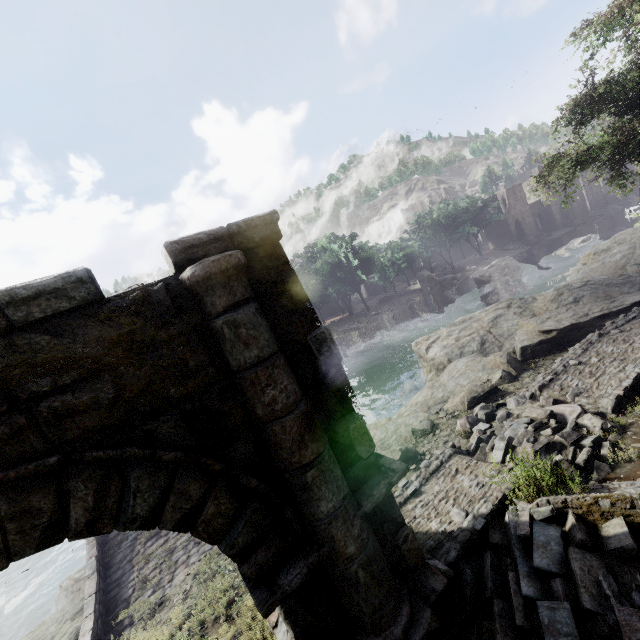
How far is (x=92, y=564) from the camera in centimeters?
1041cm

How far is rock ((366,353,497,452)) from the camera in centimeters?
→ 1144cm

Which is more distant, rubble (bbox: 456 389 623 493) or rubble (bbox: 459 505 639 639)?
rubble (bbox: 456 389 623 493)

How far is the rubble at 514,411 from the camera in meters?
5.9

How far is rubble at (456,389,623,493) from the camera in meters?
5.9 m

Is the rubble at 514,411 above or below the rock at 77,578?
above

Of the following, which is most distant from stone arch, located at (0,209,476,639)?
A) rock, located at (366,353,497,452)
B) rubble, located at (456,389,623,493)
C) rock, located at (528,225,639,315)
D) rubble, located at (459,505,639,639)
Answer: rock, located at (528,225,639,315)

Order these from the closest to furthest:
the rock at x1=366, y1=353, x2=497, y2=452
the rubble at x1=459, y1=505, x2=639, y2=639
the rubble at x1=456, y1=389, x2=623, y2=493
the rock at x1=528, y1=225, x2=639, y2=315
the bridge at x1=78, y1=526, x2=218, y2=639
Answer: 1. the rubble at x1=459, y1=505, x2=639, y2=639
2. the rubble at x1=456, y1=389, x2=623, y2=493
3. the bridge at x1=78, y1=526, x2=218, y2=639
4. the rock at x1=366, y1=353, x2=497, y2=452
5. the rock at x1=528, y1=225, x2=639, y2=315
